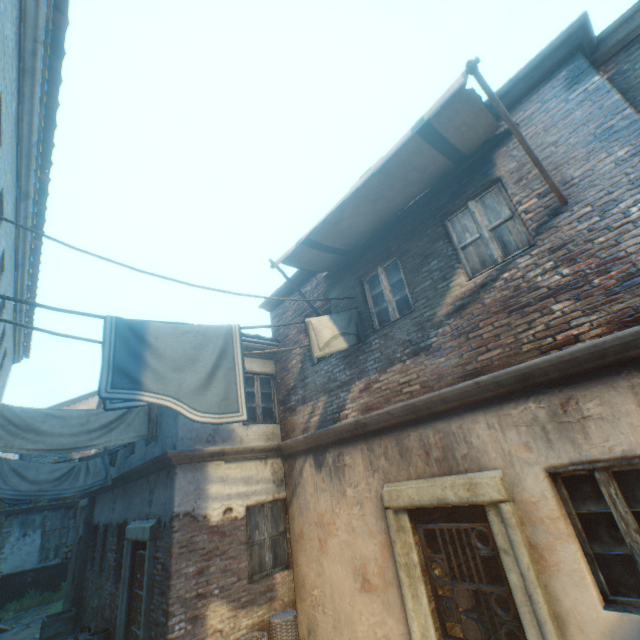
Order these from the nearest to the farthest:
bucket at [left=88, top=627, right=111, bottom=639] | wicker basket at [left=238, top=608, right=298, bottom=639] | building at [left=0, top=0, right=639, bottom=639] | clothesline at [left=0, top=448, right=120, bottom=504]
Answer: building at [left=0, top=0, right=639, bottom=639], wicker basket at [left=238, top=608, right=298, bottom=639], bucket at [left=88, top=627, right=111, bottom=639], clothesline at [left=0, top=448, right=120, bottom=504]

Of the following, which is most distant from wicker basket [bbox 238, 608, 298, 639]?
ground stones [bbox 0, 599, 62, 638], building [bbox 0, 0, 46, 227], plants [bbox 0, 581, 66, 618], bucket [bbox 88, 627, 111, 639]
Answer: plants [bbox 0, 581, 66, 618]

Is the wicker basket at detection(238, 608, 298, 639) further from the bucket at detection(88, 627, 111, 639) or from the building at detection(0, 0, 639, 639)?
the bucket at detection(88, 627, 111, 639)

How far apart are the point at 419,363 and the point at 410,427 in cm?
106

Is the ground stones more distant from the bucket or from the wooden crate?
the bucket

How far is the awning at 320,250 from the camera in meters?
4.0

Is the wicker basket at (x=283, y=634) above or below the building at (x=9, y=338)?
below

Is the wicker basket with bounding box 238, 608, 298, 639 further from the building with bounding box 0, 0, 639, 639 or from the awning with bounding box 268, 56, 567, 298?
the awning with bounding box 268, 56, 567, 298
